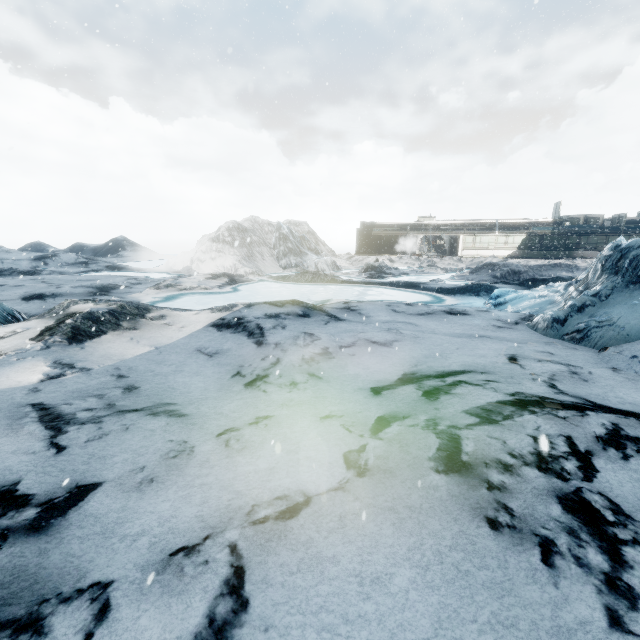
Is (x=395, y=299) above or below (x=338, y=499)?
below
